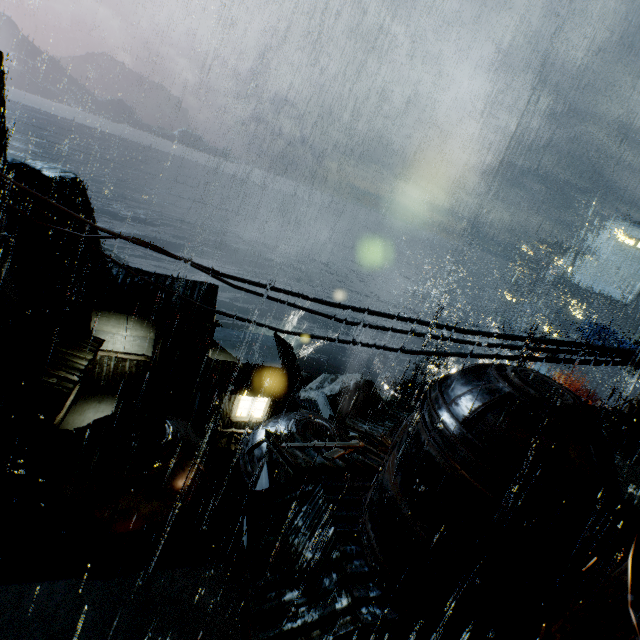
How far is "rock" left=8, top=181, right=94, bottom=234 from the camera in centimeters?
4428cm

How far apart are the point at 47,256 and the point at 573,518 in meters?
64.0

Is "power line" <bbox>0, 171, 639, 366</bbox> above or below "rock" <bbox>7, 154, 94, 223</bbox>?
above

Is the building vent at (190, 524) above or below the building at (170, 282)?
below

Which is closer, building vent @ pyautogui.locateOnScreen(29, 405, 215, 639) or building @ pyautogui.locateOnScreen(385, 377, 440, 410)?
building vent @ pyautogui.locateOnScreen(29, 405, 215, 639)

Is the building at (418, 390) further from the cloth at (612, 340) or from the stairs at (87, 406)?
the stairs at (87, 406)

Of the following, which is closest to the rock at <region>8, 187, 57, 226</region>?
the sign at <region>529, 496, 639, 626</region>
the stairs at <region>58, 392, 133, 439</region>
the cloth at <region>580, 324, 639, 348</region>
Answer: the stairs at <region>58, 392, 133, 439</region>
